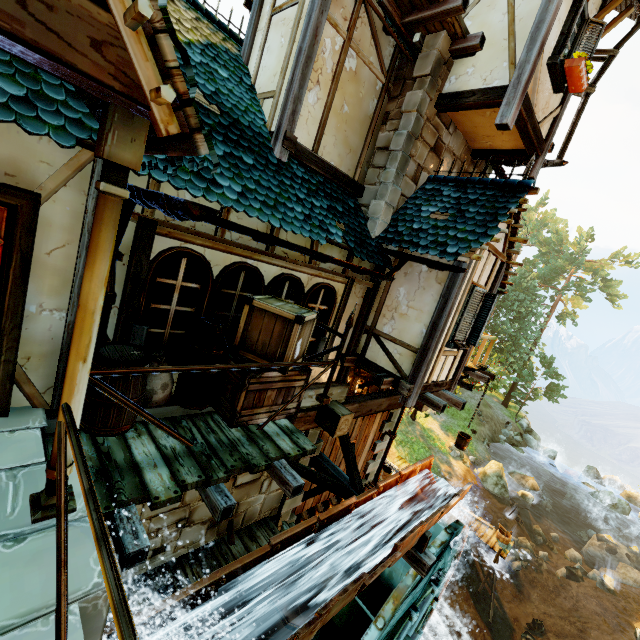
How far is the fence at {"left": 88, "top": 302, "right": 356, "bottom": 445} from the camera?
2.5m

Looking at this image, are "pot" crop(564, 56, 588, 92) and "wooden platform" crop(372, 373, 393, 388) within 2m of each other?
no

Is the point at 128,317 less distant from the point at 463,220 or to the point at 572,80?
the point at 463,220

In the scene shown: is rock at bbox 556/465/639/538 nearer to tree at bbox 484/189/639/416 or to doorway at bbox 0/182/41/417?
tree at bbox 484/189/639/416

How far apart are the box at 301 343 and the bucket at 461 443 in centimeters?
704cm

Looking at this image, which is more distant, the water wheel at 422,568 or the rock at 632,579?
the rock at 632,579

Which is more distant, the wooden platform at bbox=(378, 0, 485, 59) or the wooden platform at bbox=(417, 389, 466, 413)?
the wooden platform at bbox=(417, 389, 466, 413)

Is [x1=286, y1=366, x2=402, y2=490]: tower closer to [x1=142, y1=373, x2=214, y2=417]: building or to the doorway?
[x1=142, y1=373, x2=214, y2=417]: building
